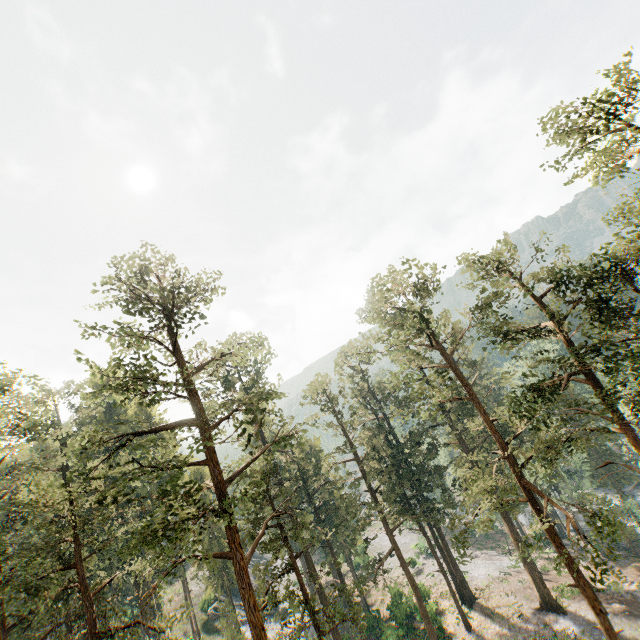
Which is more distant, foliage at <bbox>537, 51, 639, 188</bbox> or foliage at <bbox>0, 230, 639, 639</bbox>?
foliage at <bbox>537, 51, 639, 188</bbox>

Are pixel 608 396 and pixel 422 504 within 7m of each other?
no

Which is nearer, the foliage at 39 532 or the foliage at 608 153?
the foliage at 39 532

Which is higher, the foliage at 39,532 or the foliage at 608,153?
the foliage at 608,153

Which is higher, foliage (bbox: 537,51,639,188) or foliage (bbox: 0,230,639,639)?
foliage (bbox: 537,51,639,188)
